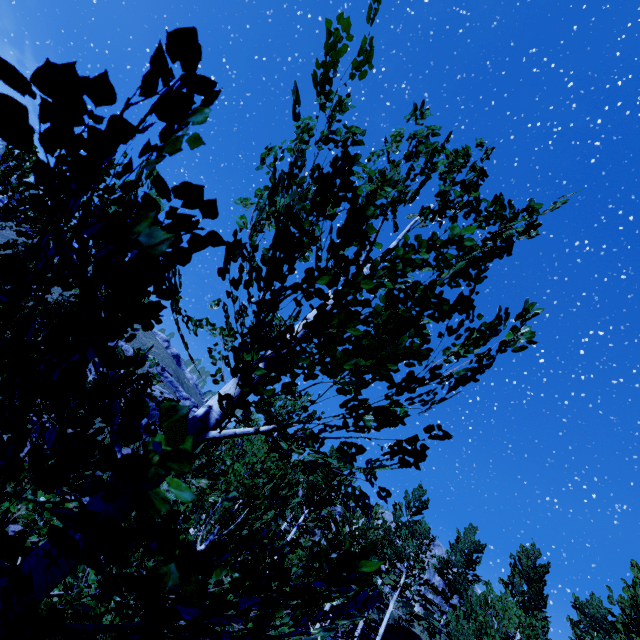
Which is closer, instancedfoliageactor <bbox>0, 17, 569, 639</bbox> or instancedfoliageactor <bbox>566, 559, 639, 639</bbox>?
instancedfoliageactor <bbox>0, 17, 569, 639</bbox>

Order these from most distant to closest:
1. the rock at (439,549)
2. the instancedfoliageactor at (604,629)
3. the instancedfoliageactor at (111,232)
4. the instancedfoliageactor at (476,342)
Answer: the rock at (439,549)
the instancedfoliageactor at (604,629)
the instancedfoliageactor at (476,342)
the instancedfoliageactor at (111,232)

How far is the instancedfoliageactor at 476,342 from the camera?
1.8m

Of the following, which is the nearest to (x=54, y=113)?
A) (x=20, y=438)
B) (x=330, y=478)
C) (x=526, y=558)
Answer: (x=20, y=438)

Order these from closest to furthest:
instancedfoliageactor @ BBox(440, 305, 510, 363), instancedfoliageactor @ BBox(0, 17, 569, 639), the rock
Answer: instancedfoliageactor @ BBox(0, 17, 569, 639) → instancedfoliageactor @ BBox(440, 305, 510, 363) → the rock

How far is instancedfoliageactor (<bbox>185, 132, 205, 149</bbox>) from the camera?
0.6m
